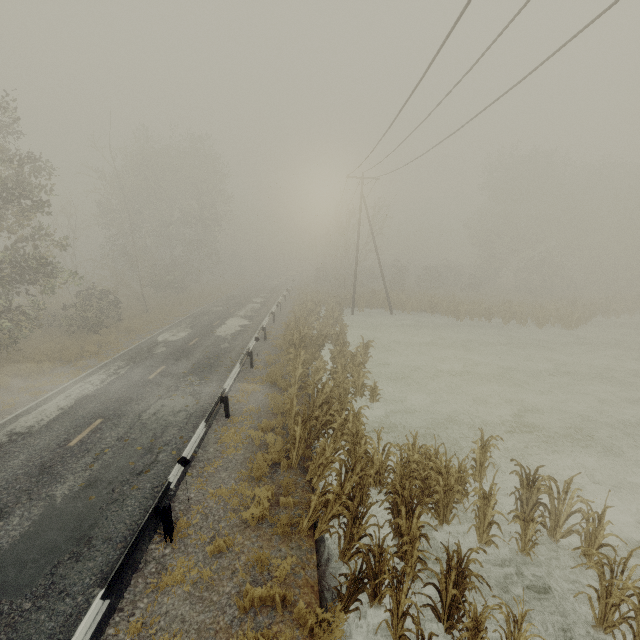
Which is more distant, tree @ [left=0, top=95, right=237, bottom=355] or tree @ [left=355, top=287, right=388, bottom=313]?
tree @ [left=355, top=287, right=388, bottom=313]

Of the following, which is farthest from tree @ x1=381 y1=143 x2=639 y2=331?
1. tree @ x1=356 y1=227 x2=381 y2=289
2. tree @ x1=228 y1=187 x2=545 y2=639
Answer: tree @ x1=228 y1=187 x2=545 y2=639

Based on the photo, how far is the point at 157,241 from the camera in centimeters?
3425cm

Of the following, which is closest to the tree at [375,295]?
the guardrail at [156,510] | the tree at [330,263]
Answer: the guardrail at [156,510]

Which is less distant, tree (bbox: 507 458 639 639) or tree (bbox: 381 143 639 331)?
tree (bbox: 507 458 639 639)

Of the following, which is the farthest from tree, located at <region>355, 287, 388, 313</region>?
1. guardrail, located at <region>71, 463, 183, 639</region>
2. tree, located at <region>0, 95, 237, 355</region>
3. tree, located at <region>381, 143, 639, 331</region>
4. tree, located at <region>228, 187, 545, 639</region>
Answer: tree, located at <region>381, 143, 639, 331</region>

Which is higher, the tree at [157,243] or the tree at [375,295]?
the tree at [157,243]
